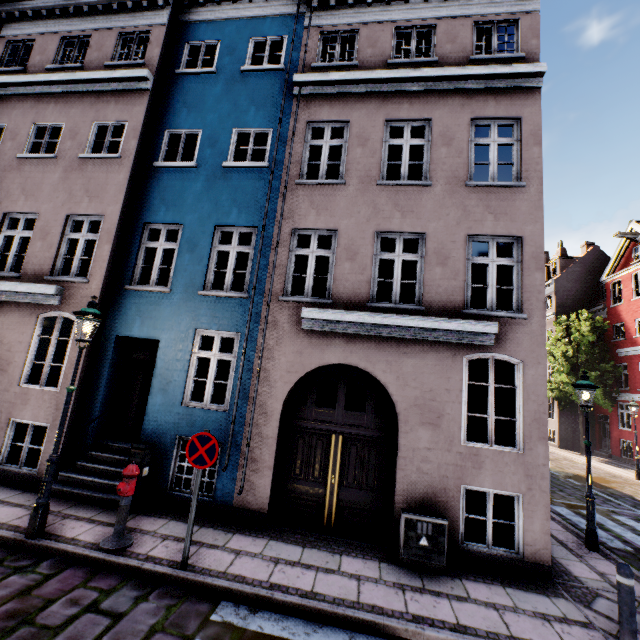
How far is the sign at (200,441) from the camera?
5.0m

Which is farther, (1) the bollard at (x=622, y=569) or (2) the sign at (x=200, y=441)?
(2) the sign at (x=200, y=441)

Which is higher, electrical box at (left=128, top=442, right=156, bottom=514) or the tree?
the tree

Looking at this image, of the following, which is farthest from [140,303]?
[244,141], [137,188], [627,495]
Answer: [627,495]

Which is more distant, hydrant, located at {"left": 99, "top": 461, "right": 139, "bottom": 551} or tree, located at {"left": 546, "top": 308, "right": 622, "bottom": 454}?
tree, located at {"left": 546, "top": 308, "right": 622, "bottom": 454}

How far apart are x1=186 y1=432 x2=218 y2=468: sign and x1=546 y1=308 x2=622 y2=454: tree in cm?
2613

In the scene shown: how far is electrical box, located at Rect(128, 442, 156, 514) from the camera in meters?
6.3 m

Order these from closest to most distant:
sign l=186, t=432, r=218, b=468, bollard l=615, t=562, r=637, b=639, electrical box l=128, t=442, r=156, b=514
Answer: bollard l=615, t=562, r=637, b=639 < sign l=186, t=432, r=218, b=468 < electrical box l=128, t=442, r=156, b=514
